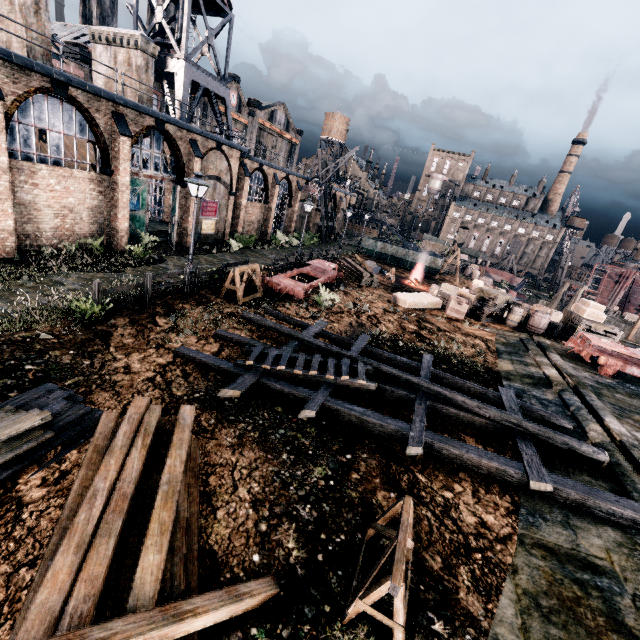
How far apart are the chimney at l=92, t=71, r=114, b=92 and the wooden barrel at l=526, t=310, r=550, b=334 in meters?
30.4

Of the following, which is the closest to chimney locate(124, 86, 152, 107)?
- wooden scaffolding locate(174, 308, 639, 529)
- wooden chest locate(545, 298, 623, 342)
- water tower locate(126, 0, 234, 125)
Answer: water tower locate(126, 0, 234, 125)

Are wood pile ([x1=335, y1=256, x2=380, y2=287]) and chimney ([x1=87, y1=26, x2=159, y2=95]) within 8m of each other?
no

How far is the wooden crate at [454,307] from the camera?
21.3 meters

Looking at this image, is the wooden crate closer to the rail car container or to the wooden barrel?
the wooden barrel

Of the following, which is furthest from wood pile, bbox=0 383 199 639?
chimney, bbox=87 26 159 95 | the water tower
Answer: the water tower

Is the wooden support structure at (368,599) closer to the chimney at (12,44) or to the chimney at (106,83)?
the chimney at (12,44)

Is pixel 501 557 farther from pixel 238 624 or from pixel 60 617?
pixel 60 617
